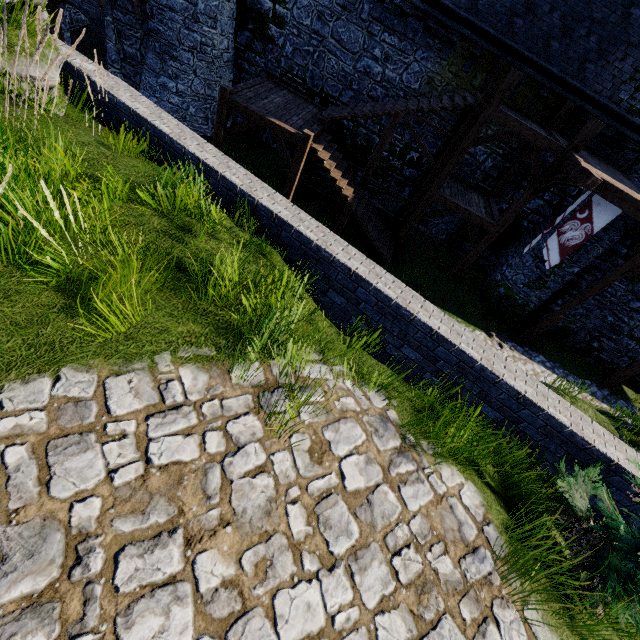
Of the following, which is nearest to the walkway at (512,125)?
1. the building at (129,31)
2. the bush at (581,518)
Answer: the bush at (581,518)

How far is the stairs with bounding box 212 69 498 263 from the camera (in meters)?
10.69

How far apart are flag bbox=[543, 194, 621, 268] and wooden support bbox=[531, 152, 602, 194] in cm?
77

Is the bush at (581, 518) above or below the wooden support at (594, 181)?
below

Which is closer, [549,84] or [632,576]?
[632,576]

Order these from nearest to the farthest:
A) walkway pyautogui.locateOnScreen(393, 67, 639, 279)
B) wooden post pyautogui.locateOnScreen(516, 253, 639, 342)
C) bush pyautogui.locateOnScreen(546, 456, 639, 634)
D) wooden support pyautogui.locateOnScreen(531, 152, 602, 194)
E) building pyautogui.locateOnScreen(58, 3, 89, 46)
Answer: bush pyautogui.locateOnScreen(546, 456, 639, 634), wooden support pyautogui.locateOnScreen(531, 152, 602, 194), walkway pyautogui.locateOnScreen(393, 67, 639, 279), wooden post pyautogui.locateOnScreen(516, 253, 639, 342), building pyautogui.locateOnScreen(58, 3, 89, 46)

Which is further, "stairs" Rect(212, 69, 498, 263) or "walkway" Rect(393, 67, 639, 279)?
"stairs" Rect(212, 69, 498, 263)

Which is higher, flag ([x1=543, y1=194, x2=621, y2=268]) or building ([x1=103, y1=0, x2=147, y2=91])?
flag ([x1=543, y1=194, x2=621, y2=268])
